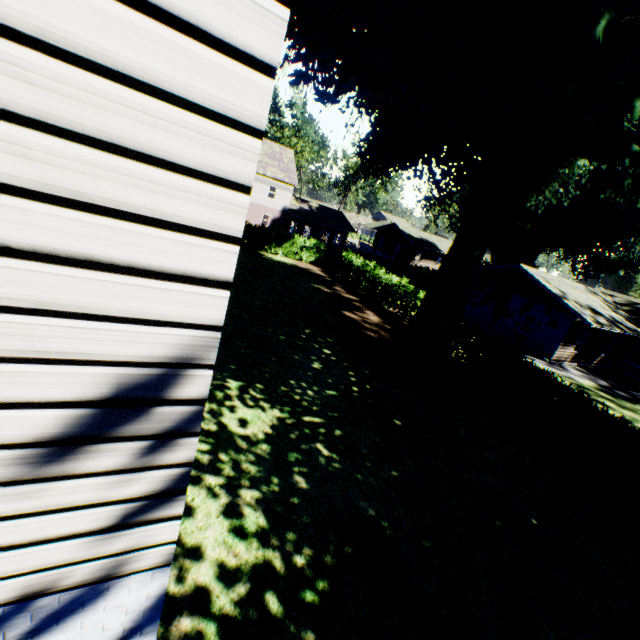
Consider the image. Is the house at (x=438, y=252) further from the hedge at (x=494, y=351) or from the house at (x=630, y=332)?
the house at (x=630, y=332)

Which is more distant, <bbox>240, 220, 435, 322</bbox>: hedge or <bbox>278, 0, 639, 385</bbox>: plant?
<bbox>240, 220, 435, 322</bbox>: hedge

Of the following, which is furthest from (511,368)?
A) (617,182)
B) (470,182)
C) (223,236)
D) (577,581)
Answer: (470,182)

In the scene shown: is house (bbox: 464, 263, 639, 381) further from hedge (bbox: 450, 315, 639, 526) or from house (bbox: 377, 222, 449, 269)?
house (bbox: 377, 222, 449, 269)

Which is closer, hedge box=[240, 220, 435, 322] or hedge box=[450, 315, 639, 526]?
hedge box=[450, 315, 639, 526]

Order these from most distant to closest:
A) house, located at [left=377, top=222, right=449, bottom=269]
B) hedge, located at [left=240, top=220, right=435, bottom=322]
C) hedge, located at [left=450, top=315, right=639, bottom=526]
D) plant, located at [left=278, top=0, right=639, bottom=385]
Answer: house, located at [left=377, top=222, right=449, bottom=269] → hedge, located at [left=240, top=220, right=435, bottom=322] → hedge, located at [left=450, top=315, right=639, bottom=526] → plant, located at [left=278, top=0, right=639, bottom=385]

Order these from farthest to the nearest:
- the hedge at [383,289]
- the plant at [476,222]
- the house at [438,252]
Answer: the house at [438,252] < the hedge at [383,289] < the plant at [476,222]

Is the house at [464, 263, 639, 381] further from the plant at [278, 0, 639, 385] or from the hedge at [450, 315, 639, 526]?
the hedge at [450, 315, 639, 526]
